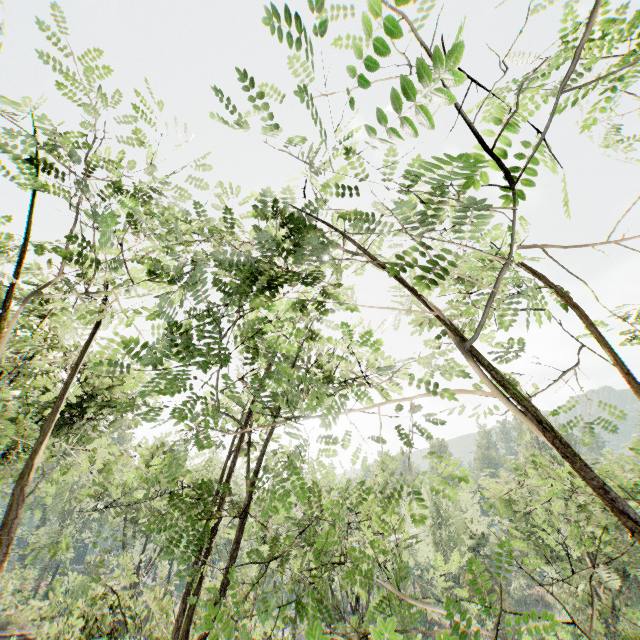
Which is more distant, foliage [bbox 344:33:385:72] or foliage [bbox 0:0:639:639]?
foliage [bbox 0:0:639:639]

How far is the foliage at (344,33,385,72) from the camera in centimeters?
125cm

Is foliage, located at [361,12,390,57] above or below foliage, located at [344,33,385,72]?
below

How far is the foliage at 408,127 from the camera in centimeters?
128cm

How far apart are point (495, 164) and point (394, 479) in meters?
36.7 m

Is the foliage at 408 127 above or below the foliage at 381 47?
below
